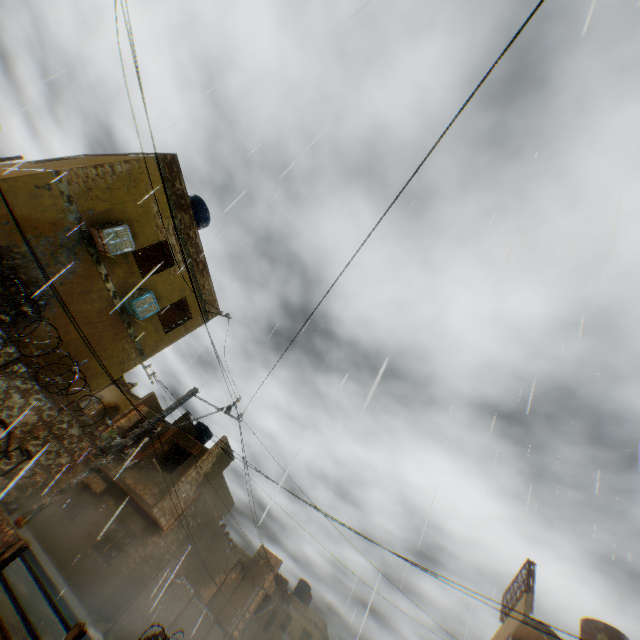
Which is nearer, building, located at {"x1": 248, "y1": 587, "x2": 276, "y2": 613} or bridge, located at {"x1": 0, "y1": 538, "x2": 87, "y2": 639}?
bridge, located at {"x1": 0, "y1": 538, "x2": 87, "y2": 639}

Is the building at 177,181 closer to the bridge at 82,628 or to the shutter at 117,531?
the shutter at 117,531

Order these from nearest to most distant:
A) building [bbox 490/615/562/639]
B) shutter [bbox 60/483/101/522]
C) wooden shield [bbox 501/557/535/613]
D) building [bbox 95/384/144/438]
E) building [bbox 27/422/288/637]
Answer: building [bbox 490/615/562/639] < wooden shield [bbox 501/557/535/613] < building [bbox 27/422/288/637] < shutter [bbox 60/483/101/522] < building [bbox 95/384/144/438]

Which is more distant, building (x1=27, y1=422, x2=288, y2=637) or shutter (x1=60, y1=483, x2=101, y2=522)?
shutter (x1=60, y1=483, x2=101, y2=522)

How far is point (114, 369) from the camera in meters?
11.9

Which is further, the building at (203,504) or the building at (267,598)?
the building at (267,598)

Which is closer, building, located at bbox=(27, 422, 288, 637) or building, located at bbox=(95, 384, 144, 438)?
building, located at bbox=(27, 422, 288, 637)

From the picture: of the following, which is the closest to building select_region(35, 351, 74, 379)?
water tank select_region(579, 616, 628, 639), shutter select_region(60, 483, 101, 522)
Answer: shutter select_region(60, 483, 101, 522)
